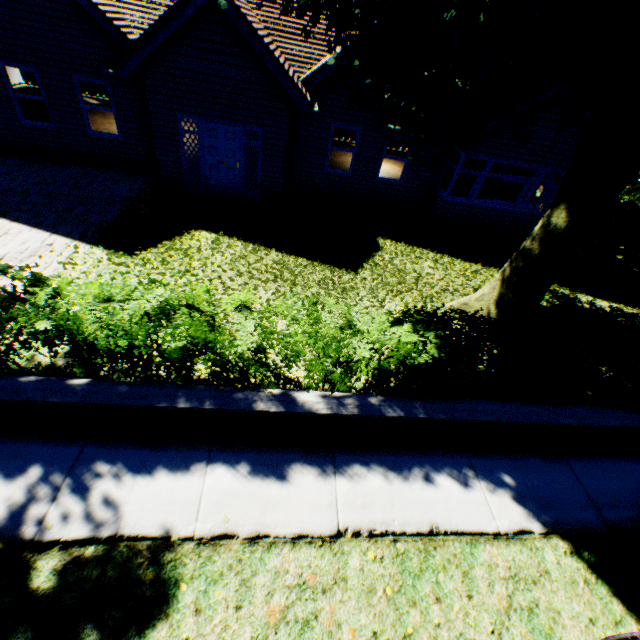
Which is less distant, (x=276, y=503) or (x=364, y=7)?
Answer: (x=364, y=7)

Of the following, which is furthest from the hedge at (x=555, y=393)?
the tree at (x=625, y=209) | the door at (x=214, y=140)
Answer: the door at (x=214, y=140)

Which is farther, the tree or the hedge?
the hedge

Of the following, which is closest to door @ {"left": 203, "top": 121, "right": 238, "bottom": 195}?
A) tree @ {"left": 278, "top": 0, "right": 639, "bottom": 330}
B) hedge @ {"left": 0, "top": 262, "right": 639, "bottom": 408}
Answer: tree @ {"left": 278, "top": 0, "right": 639, "bottom": 330}

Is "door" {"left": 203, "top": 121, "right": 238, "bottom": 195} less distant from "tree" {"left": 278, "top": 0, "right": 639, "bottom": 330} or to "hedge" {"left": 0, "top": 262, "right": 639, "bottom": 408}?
"tree" {"left": 278, "top": 0, "right": 639, "bottom": 330}

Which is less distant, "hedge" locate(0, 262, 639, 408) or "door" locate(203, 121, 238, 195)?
"hedge" locate(0, 262, 639, 408)

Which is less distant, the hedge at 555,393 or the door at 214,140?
the hedge at 555,393

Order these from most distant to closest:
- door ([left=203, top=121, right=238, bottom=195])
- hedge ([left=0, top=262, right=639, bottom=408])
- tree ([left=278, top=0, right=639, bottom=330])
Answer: door ([left=203, top=121, right=238, bottom=195]) → hedge ([left=0, top=262, right=639, bottom=408]) → tree ([left=278, top=0, right=639, bottom=330])
